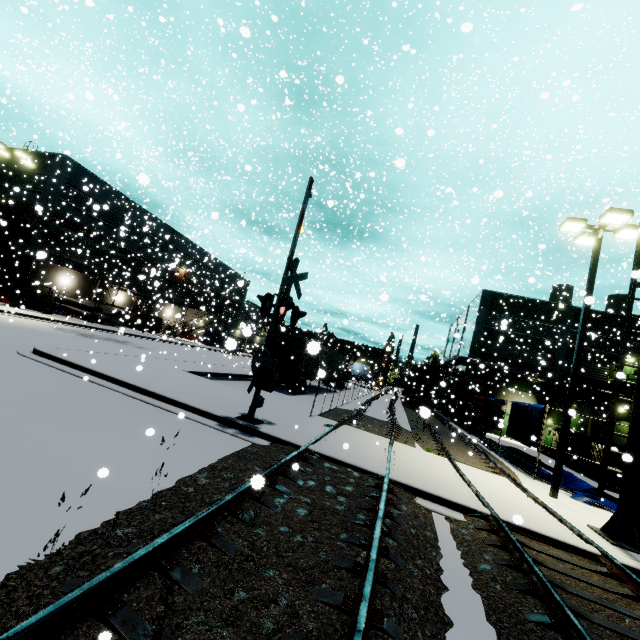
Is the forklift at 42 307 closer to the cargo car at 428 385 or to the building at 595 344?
the building at 595 344

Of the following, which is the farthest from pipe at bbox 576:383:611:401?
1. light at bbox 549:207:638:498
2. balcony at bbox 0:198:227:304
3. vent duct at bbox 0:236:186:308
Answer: balcony at bbox 0:198:227:304

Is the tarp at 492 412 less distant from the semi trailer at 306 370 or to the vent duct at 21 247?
the semi trailer at 306 370

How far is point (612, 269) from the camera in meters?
25.8

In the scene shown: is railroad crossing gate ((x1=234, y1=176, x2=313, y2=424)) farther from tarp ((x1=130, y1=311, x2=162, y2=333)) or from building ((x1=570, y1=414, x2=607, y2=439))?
tarp ((x1=130, y1=311, x2=162, y2=333))

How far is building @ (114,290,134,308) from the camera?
40.3m

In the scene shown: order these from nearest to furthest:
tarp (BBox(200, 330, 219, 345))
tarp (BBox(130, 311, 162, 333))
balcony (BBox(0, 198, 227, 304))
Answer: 1. balcony (BBox(0, 198, 227, 304))
2. tarp (BBox(130, 311, 162, 333))
3. tarp (BBox(200, 330, 219, 345))

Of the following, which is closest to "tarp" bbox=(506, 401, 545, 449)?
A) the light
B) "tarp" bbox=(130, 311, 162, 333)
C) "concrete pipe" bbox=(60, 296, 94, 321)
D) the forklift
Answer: the light
